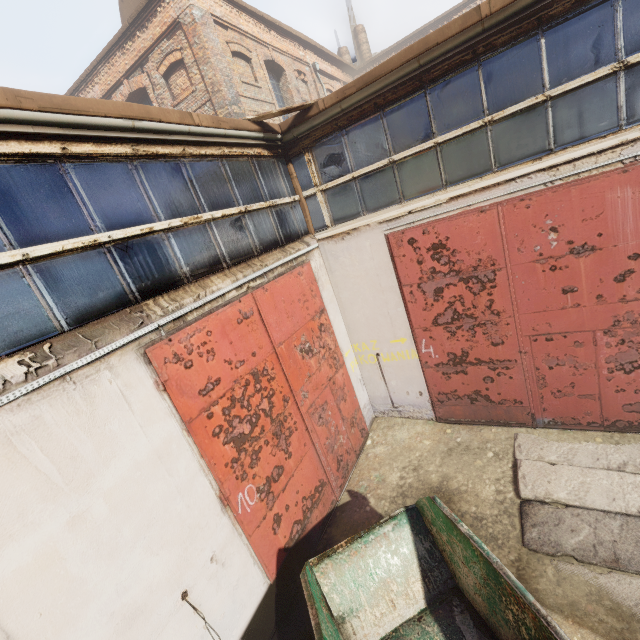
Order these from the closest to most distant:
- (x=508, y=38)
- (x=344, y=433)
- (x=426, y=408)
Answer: (x=508, y=38), (x=344, y=433), (x=426, y=408)
